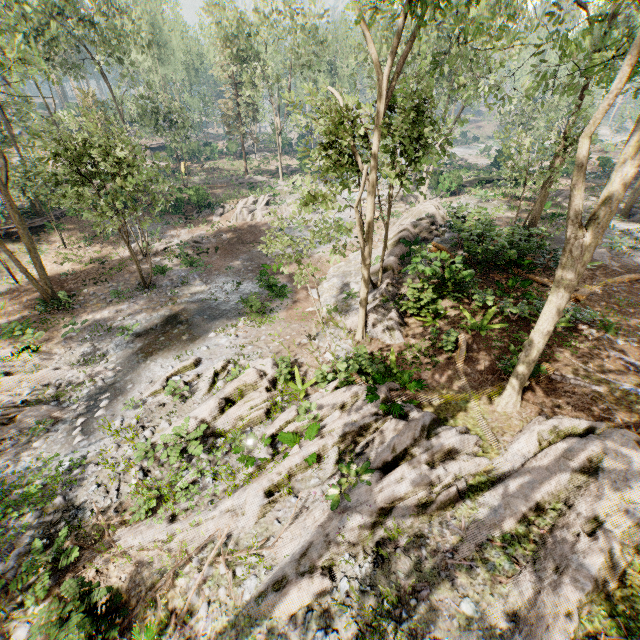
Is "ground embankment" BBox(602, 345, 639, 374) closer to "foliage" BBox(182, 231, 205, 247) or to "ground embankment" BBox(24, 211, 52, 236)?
"foliage" BBox(182, 231, 205, 247)

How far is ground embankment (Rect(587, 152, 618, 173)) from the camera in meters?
36.0 m

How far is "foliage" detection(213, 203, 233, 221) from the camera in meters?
32.1 m

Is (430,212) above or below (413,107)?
below

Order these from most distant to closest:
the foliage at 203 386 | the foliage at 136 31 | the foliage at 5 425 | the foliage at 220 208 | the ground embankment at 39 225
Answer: the foliage at 220 208 → the ground embankment at 39 225 → the foliage at 203 386 → the foliage at 5 425 → the foliage at 136 31

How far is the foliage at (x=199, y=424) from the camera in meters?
10.3

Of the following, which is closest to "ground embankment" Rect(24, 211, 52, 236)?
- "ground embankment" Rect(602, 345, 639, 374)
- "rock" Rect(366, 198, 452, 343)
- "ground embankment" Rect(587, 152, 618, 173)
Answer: "rock" Rect(366, 198, 452, 343)

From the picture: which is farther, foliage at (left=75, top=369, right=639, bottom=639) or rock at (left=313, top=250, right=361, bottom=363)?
rock at (left=313, top=250, right=361, bottom=363)
